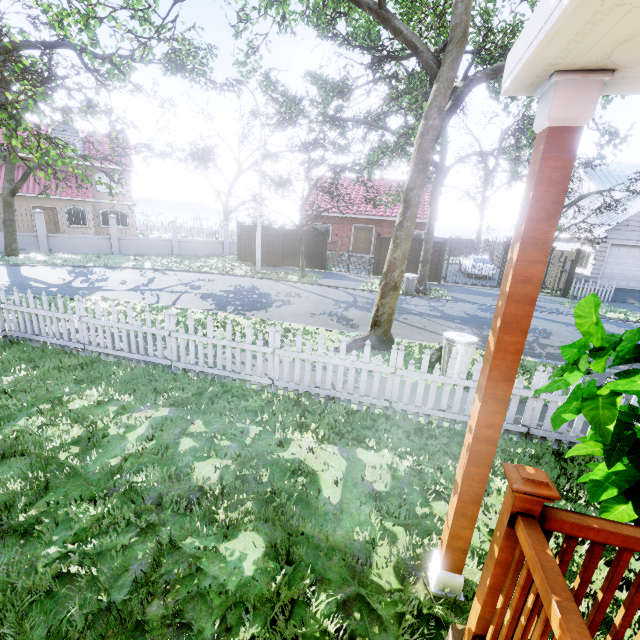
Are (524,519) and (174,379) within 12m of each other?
yes

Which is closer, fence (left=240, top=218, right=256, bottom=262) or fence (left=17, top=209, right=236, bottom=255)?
fence (left=17, top=209, right=236, bottom=255)

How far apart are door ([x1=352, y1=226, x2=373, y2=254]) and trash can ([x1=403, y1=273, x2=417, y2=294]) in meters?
9.4

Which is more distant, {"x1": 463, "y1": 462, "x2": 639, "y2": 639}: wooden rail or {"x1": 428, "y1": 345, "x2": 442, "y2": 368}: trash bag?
{"x1": 428, "y1": 345, "x2": 442, "y2": 368}: trash bag

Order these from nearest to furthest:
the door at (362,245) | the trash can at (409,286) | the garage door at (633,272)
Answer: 1. the trash can at (409,286)
2. the garage door at (633,272)
3. the door at (362,245)

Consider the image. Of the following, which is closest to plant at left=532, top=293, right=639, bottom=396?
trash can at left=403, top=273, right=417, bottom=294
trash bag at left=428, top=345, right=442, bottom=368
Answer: trash bag at left=428, top=345, right=442, bottom=368

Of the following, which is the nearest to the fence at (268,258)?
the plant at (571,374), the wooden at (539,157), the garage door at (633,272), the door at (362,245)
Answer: the garage door at (633,272)

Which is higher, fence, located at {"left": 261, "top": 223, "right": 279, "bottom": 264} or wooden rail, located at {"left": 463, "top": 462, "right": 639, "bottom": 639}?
wooden rail, located at {"left": 463, "top": 462, "right": 639, "bottom": 639}
